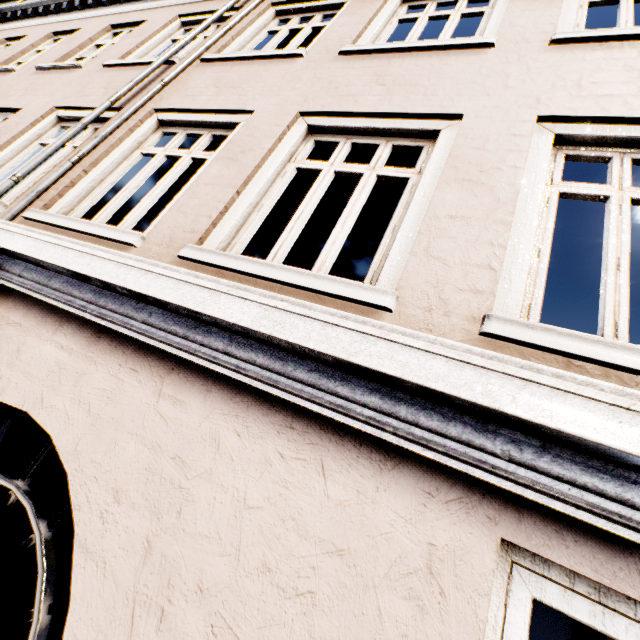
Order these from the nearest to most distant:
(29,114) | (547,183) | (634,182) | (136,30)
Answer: (547,183), (29,114), (136,30), (634,182)
